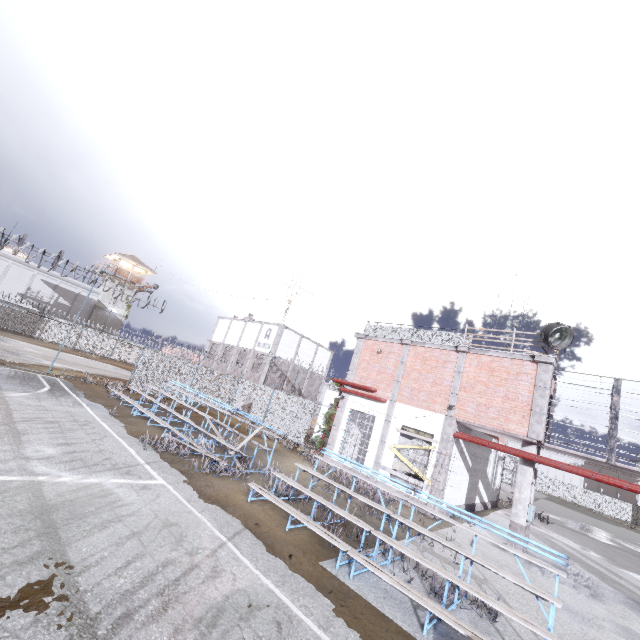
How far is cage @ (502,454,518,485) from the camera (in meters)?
36.06

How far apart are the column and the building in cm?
5142

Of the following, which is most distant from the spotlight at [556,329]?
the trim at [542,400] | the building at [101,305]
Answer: the building at [101,305]

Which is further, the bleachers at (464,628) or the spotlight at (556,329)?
the spotlight at (556,329)

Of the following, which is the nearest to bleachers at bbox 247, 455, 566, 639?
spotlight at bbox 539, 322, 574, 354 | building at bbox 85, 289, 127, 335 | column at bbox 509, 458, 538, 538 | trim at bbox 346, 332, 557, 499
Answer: trim at bbox 346, 332, 557, 499

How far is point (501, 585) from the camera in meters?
8.3

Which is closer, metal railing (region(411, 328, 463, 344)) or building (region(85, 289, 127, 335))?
metal railing (region(411, 328, 463, 344))

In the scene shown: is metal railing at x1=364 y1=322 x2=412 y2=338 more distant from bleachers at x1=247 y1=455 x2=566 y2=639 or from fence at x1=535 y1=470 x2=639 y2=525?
bleachers at x1=247 y1=455 x2=566 y2=639
